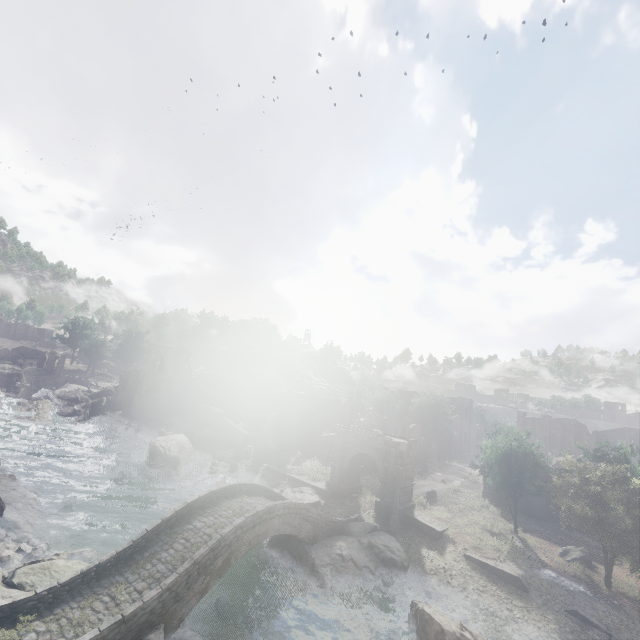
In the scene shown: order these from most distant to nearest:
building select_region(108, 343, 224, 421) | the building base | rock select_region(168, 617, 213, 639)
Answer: building select_region(108, 343, 224, 421) → the building base → rock select_region(168, 617, 213, 639)

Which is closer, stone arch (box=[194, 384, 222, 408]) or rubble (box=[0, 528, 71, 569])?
rubble (box=[0, 528, 71, 569])

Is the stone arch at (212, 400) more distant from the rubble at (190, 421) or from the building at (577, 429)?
the rubble at (190, 421)

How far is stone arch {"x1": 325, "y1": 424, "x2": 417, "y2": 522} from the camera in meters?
27.6 m

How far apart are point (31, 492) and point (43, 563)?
10.6m

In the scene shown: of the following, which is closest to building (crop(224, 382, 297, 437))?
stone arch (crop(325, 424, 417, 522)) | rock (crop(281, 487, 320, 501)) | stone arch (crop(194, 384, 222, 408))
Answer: stone arch (crop(194, 384, 222, 408))

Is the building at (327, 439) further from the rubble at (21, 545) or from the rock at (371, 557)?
the rock at (371, 557)

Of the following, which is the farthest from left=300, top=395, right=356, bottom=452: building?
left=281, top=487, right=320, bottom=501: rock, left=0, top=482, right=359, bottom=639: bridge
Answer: left=281, top=487, right=320, bottom=501: rock
